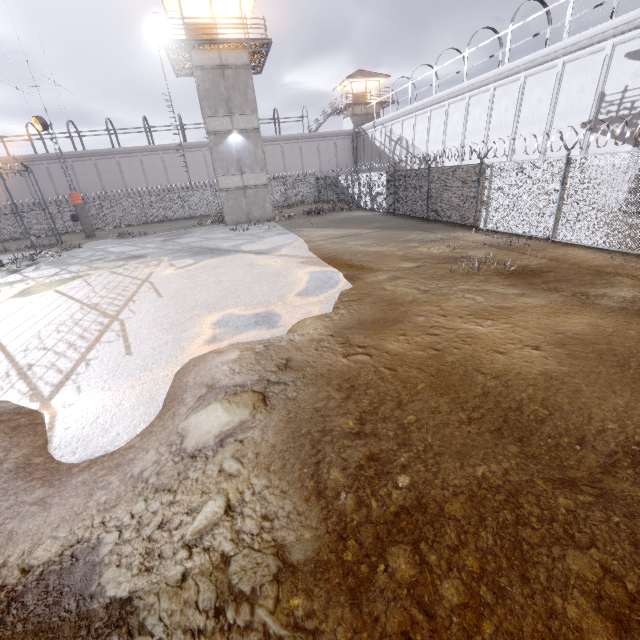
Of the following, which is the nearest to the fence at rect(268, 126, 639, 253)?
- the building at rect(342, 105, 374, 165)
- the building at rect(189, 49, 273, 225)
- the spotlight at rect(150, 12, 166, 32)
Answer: the building at rect(189, 49, 273, 225)

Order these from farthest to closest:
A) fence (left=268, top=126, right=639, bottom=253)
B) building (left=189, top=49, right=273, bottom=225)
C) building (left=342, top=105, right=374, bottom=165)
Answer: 1. building (left=342, top=105, right=374, bottom=165)
2. building (left=189, top=49, right=273, bottom=225)
3. fence (left=268, top=126, right=639, bottom=253)

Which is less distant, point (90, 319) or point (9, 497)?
point (9, 497)

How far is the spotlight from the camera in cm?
1963

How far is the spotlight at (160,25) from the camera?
19.63m

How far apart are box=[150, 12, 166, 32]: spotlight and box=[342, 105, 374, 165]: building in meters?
28.3

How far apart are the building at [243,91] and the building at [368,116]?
23.6 meters
